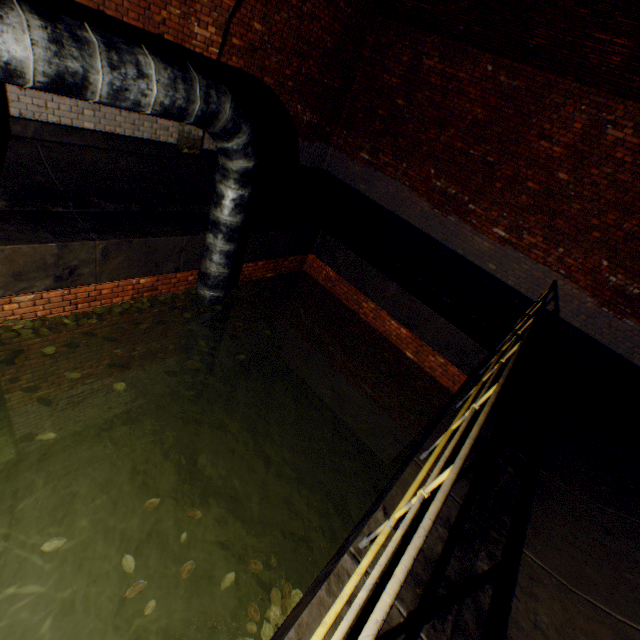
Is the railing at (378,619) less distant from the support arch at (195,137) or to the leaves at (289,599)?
the leaves at (289,599)

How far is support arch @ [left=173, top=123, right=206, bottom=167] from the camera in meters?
6.3

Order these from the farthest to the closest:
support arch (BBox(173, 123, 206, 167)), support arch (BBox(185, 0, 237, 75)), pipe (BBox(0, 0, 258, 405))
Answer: support arch (BBox(173, 123, 206, 167)) → support arch (BBox(185, 0, 237, 75)) → pipe (BBox(0, 0, 258, 405))

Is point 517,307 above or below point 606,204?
below

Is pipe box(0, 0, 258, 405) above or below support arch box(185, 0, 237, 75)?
below

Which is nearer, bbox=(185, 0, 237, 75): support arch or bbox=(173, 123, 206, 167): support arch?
bbox=(185, 0, 237, 75): support arch

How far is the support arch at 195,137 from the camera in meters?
6.3 m

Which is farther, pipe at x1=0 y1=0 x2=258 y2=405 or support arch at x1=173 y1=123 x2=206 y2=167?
support arch at x1=173 y1=123 x2=206 y2=167
